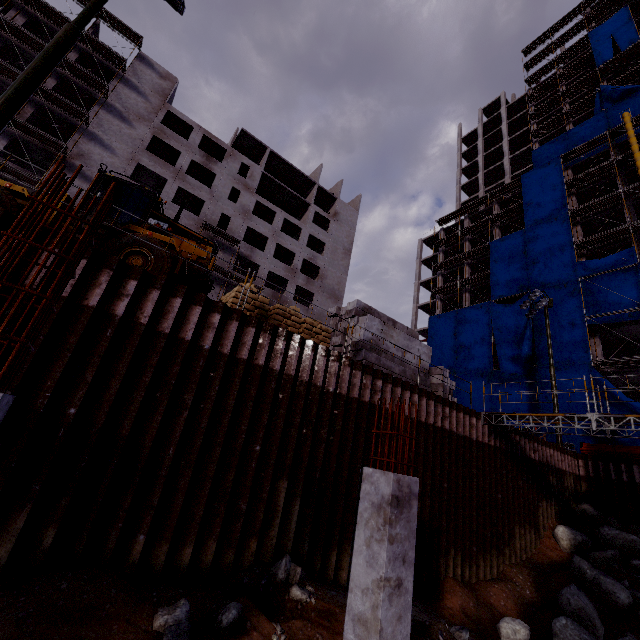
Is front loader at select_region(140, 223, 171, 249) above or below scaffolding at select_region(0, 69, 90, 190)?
below

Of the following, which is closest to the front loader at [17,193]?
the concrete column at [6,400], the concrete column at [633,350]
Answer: the concrete column at [6,400]

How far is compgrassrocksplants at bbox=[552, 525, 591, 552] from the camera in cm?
1465

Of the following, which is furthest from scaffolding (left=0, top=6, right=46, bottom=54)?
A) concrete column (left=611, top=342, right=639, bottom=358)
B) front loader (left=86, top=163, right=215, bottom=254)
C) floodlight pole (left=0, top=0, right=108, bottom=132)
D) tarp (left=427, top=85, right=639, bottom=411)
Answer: floodlight pole (left=0, top=0, right=108, bottom=132)

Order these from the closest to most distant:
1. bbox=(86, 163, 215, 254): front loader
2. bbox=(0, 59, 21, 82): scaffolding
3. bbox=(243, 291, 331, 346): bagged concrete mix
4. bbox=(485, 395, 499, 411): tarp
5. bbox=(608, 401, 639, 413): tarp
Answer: bbox=(243, 291, 331, 346): bagged concrete mix < bbox=(86, 163, 215, 254): front loader < bbox=(608, 401, 639, 413): tarp < bbox=(0, 59, 21, 82): scaffolding < bbox=(485, 395, 499, 411): tarp

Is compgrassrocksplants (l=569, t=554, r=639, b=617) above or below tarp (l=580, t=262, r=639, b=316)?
below

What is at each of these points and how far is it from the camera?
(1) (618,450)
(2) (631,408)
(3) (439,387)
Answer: (1) pipe, 18.7m
(2) tarp, 22.9m
(3) concrete beam, 14.0m

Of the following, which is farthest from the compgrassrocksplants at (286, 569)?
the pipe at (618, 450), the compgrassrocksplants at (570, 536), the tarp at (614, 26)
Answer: the tarp at (614, 26)
